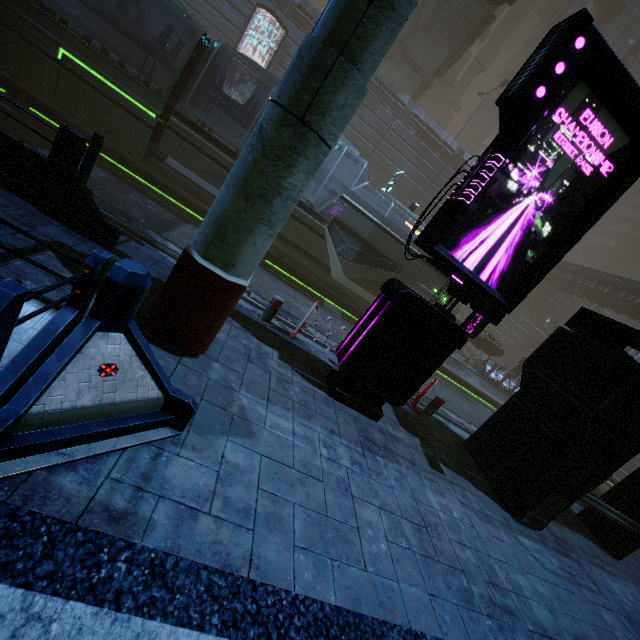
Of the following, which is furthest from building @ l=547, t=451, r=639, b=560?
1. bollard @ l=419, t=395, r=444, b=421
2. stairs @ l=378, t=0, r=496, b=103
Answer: stairs @ l=378, t=0, r=496, b=103

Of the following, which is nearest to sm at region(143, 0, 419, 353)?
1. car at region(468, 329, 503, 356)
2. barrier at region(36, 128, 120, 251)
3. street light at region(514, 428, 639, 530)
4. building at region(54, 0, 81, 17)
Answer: building at region(54, 0, 81, 17)

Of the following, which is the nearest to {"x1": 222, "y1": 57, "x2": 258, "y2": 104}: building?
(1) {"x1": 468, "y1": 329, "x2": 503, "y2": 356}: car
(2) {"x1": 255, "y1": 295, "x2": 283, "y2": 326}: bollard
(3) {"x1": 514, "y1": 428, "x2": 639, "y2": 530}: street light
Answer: (3) {"x1": 514, "y1": 428, "x2": 639, "y2": 530}: street light

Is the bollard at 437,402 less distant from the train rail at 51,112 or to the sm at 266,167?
the train rail at 51,112

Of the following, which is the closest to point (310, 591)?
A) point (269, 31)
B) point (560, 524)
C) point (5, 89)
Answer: point (560, 524)

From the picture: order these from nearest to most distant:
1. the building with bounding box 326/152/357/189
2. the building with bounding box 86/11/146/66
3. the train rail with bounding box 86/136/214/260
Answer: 1. the train rail with bounding box 86/136/214/260
2. the building with bounding box 86/11/146/66
3. the building with bounding box 326/152/357/189

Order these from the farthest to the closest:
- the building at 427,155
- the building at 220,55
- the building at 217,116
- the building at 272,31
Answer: the building at 427,155, the building at 217,116, the building at 220,55, the building at 272,31

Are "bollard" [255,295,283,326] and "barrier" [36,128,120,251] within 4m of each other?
yes
